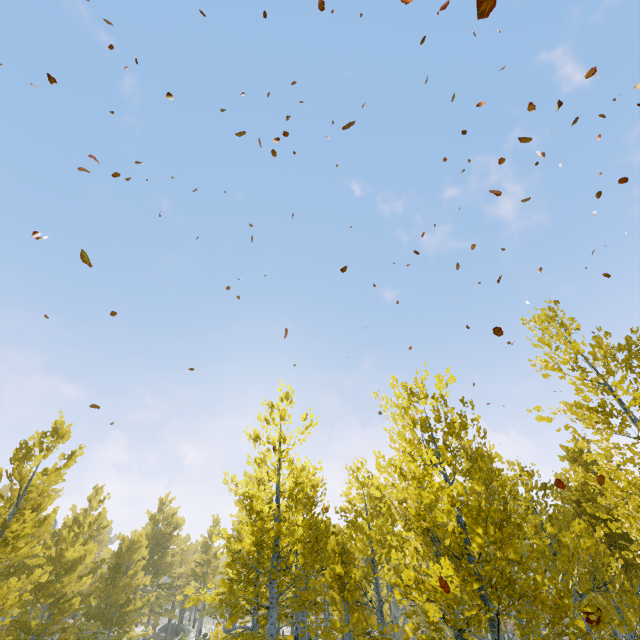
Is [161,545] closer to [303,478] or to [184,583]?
[184,583]
